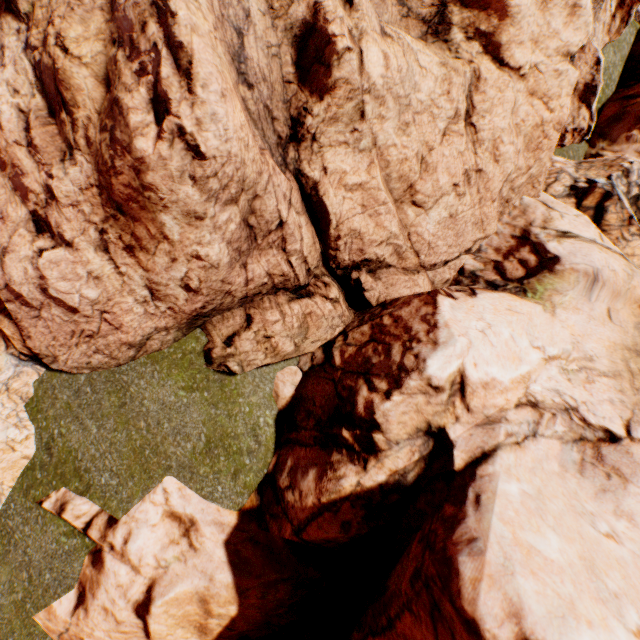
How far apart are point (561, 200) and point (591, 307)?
2.9m
